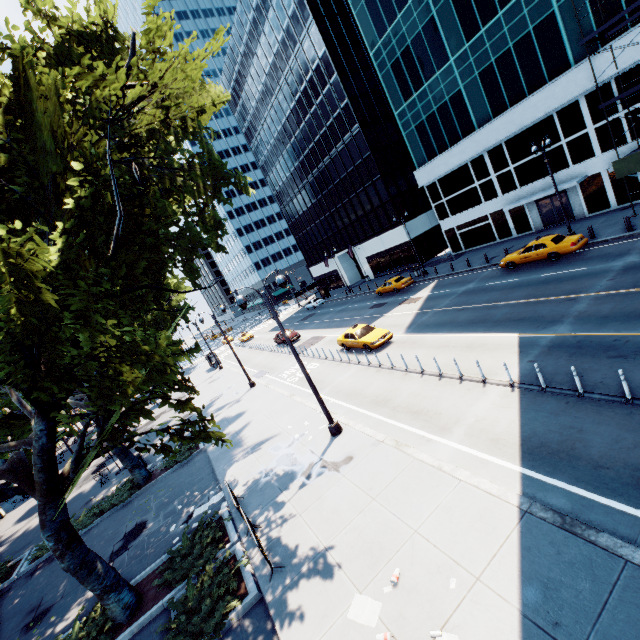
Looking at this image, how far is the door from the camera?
28.5 meters

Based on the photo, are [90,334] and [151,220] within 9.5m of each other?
yes

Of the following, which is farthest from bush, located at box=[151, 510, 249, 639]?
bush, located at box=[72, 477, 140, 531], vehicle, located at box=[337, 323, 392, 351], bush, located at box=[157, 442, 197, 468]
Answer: vehicle, located at box=[337, 323, 392, 351]

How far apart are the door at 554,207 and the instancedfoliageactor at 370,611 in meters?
33.1

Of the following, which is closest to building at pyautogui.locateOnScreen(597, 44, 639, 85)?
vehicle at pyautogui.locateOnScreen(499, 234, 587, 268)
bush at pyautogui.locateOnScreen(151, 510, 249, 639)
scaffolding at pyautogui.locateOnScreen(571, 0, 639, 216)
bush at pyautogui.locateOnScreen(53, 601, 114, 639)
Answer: scaffolding at pyautogui.locateOnScreen(571, 0, 639, 216)

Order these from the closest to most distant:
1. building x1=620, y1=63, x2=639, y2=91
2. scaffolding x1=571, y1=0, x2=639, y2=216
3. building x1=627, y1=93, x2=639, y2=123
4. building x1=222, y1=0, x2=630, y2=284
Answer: scaffolding x1=571, y1=0, x2=639, y2=216, building x1=620, y1=63, x2=639, y2=91, building x1=627, y1=93, x2=639, y2=123, building x1=222, y1=0, x2=630, y2=284

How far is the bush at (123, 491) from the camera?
17.3 meters

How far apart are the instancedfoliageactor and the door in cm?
3308
